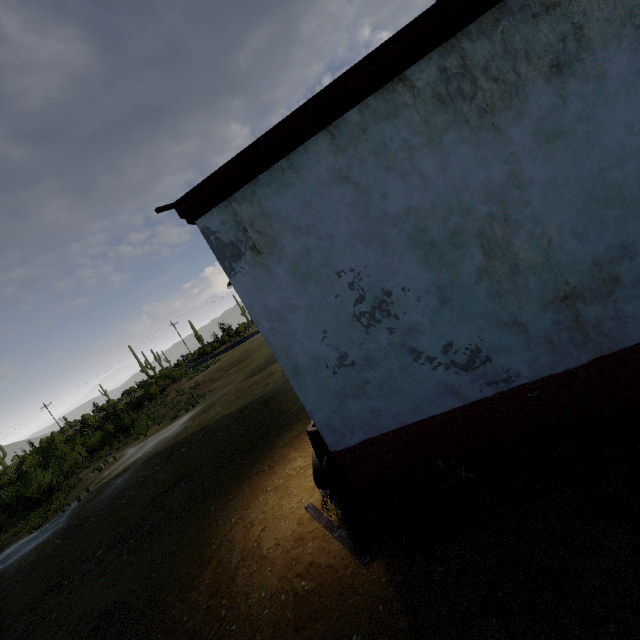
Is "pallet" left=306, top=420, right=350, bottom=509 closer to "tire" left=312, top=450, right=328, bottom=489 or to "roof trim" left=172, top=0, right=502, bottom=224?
"tire" left=312, top=450, right=328, bottom=489

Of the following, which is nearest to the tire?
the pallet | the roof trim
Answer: the pallet

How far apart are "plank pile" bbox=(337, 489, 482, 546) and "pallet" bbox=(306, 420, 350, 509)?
0.0 meters

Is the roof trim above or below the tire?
above

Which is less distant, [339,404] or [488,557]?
[488,557]

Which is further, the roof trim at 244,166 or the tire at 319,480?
the tire at 319,480

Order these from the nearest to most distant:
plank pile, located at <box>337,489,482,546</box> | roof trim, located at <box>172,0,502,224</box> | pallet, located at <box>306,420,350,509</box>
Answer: roof trim, located at <box>172,0,502,224</box>
plank pile, located at <box>337,489,482,546</box>
pallet, located at <box>306,420,350,509</box>

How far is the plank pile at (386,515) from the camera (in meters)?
3.34
